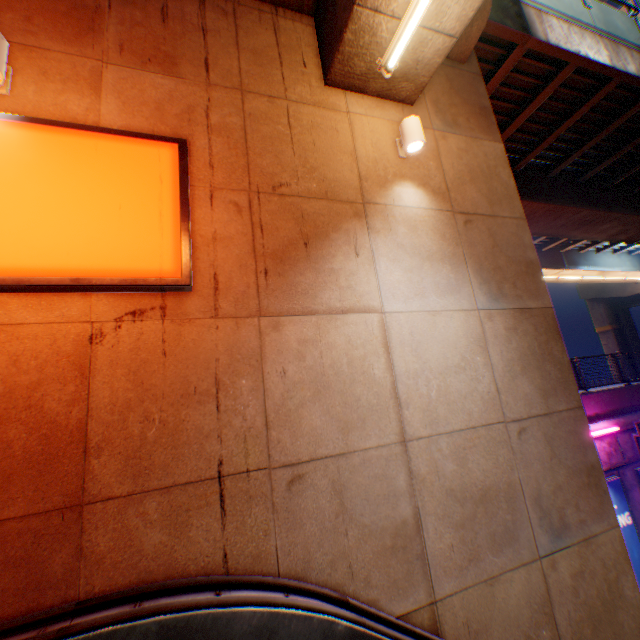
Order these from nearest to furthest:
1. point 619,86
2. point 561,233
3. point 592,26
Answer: point 592,26 < point 619,86 < point 561,233

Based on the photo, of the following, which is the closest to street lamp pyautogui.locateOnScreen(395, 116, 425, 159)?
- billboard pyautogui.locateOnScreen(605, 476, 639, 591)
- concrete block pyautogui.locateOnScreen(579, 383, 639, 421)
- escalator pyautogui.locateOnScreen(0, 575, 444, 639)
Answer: escalator pyautogui.locateOnScreen(0, 575, 444, 639)

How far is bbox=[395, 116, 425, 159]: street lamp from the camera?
4.32m

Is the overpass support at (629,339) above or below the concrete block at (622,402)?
above

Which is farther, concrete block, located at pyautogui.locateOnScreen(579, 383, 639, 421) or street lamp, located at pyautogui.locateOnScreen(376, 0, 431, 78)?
concrete block, located at pyautogui.locateOnScreen(579, 383, 639, 421)

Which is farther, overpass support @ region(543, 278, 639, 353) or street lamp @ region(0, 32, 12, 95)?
overpass support @ region(543, 278, 639, 353)

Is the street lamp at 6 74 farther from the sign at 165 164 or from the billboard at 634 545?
the billboard at 634 545

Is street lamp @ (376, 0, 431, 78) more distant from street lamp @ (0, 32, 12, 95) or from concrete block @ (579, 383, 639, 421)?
concrete block @ (579, 383, 639, 421)
